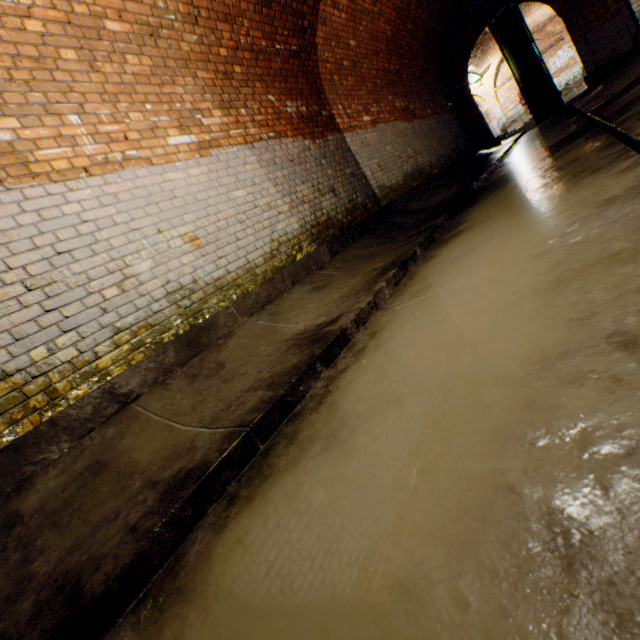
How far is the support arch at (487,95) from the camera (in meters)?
22.19

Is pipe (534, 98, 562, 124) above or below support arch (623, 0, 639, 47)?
below

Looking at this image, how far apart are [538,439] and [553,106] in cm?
1997

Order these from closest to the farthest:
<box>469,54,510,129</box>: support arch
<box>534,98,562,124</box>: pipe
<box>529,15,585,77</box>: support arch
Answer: <box>534,98,562,124</box>: pipe, <box>529,15,585,77</box>: support arch, <box>469,54,510,129</box>: support arch

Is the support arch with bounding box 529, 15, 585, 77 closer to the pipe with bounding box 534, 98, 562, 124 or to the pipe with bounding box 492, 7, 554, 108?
the pipe with bounding box 492, 7, 554, 108

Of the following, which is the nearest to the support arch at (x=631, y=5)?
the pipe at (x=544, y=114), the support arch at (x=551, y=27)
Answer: the pipe at (x=544, y=114)

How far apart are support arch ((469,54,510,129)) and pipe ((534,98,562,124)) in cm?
916

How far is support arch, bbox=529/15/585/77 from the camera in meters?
19.8 m
